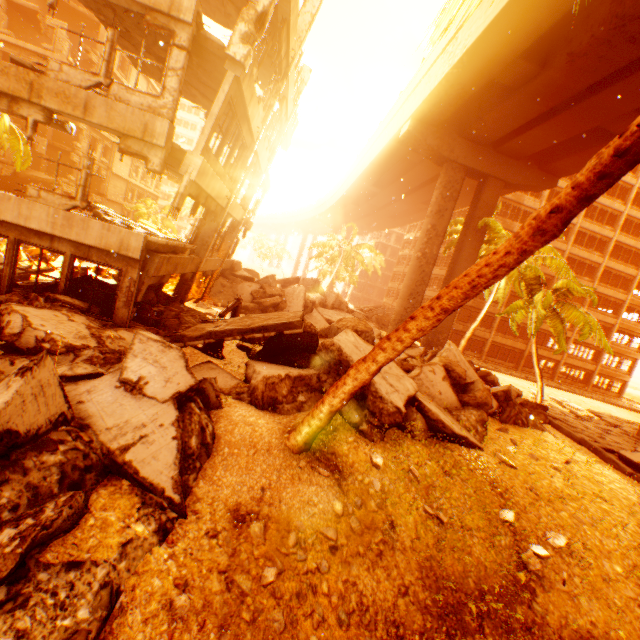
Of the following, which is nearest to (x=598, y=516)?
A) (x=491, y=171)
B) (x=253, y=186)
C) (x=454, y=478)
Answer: (x=454, y=478)

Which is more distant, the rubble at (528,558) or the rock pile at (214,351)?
the rock pile at (214,351)

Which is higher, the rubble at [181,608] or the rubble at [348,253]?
the rubble at [348,253]

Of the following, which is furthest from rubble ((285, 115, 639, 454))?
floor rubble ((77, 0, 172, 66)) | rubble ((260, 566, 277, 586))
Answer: floor rubble ((77, 0, 172, 66))

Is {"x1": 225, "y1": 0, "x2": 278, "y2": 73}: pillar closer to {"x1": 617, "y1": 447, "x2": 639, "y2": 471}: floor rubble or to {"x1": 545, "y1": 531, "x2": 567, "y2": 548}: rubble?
{"x1": 545, "y1": 531, "x2": 567, "y2": 548}: rubble

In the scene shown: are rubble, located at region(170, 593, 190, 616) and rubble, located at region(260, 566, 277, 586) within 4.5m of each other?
yes

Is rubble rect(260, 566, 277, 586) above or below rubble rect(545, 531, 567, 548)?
below

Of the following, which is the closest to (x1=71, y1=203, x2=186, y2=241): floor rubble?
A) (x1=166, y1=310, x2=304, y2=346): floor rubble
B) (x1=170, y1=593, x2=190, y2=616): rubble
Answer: (x1=166, y1=310, x2=304, y2=346): floor rubble
